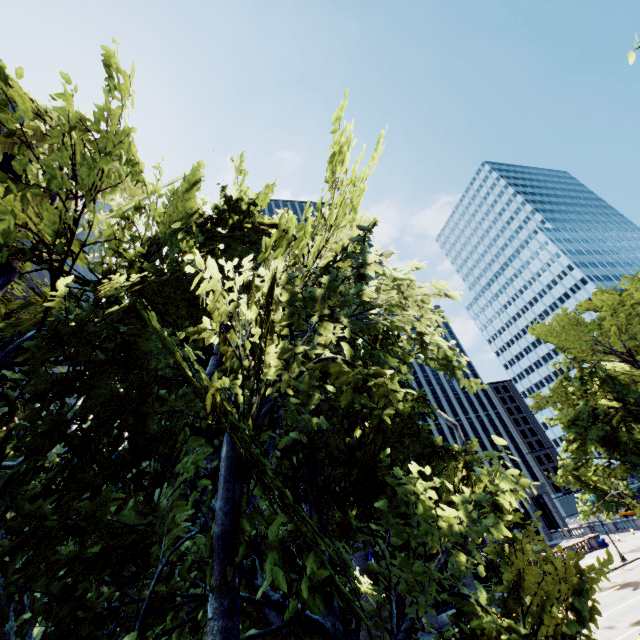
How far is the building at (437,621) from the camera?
33.3m

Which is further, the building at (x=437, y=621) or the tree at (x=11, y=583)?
the building at (x=437, y=621)

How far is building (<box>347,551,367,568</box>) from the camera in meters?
35.1

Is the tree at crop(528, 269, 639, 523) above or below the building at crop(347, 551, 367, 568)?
above

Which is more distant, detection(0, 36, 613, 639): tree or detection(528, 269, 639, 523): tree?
detection(528, 269, 639, 523): tree

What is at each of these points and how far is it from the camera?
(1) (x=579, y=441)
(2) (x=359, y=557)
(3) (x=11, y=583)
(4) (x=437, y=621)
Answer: (1) tree, 14.2 meters
(2) building, 35.4 meters
(3) tree, 5.0 meters
(4) building, 33.5 meters

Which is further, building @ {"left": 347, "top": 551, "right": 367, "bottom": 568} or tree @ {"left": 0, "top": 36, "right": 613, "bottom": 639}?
building @ {"left": 347, "top": 551, "right": 367, "bottom": 568}
